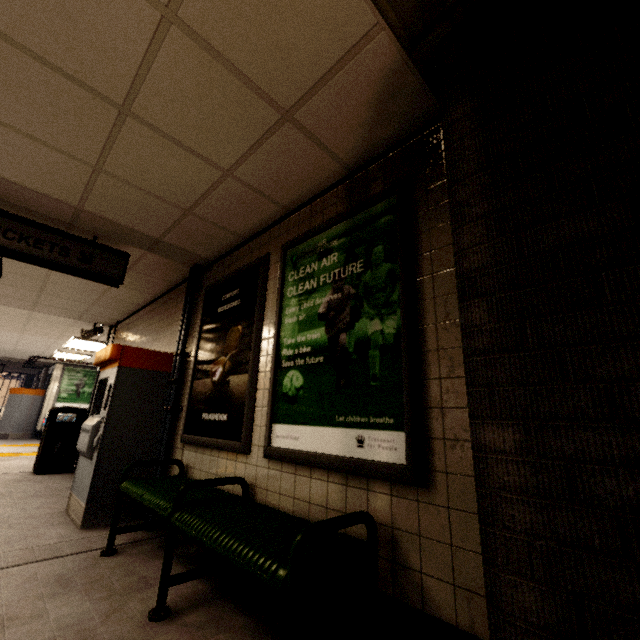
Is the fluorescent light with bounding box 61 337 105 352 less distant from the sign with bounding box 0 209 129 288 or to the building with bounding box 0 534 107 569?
the sign with bounding box 0 209 129 288

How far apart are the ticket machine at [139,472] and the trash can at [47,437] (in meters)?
2.90

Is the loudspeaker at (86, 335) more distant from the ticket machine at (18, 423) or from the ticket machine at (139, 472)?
the ticket machine at (18, 423)

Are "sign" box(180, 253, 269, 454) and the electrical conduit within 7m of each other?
yes

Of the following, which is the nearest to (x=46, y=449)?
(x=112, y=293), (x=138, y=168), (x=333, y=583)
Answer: (x=112, y=293)

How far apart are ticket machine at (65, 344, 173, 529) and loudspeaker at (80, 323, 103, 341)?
3.36m

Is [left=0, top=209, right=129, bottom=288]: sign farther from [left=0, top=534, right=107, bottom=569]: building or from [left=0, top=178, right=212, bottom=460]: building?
[left=0, top=534, right=107, bottom=569]: building

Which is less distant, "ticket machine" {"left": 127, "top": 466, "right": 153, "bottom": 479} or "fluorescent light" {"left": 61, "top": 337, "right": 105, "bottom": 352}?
"ticket machine" {"left": 127, "top": 466, "right": 153, "bottom": 479}
